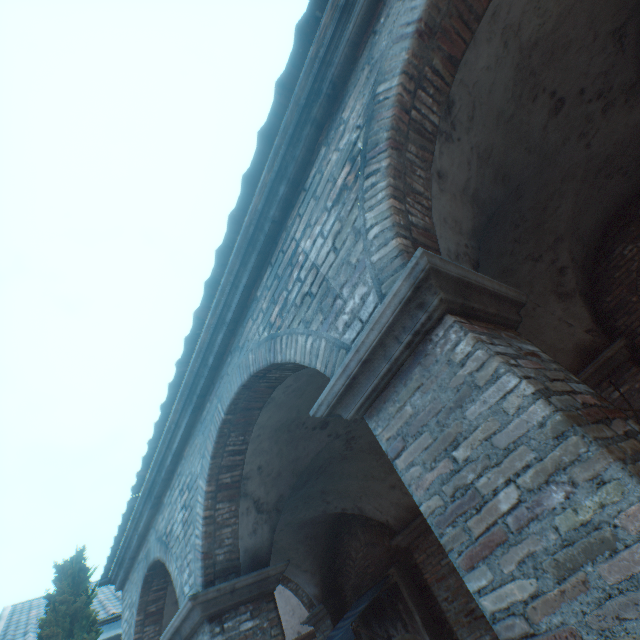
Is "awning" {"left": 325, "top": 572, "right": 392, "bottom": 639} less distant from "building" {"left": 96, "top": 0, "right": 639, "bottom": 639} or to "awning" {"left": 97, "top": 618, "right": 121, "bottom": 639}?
"awning" {"left": 97, "top": 618, "right": 121, "bottom": 639}

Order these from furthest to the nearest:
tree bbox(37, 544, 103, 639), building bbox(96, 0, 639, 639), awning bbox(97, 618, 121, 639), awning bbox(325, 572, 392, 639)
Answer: awning bbox(97, 618, 121, 639)
awning bbox(325, 572, 392, 639)
tree bbox(37, 544, 103, 639)
building bbox(96, 0, 639, 639)

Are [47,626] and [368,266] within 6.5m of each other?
no

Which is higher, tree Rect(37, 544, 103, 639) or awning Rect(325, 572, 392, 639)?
tree Rect(37, 544, 103, 639)

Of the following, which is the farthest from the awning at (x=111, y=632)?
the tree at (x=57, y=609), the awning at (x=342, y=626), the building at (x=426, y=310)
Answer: the awning at (x=342, y=626)

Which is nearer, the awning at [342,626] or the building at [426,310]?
the building at [426,310]

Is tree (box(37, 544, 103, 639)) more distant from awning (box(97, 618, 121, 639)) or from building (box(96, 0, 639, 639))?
awning (box(97, 618, 121, 639))

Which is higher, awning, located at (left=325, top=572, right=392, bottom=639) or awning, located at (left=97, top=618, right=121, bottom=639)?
awning, located at (left=97, top=618, right=121, bottom=639)
